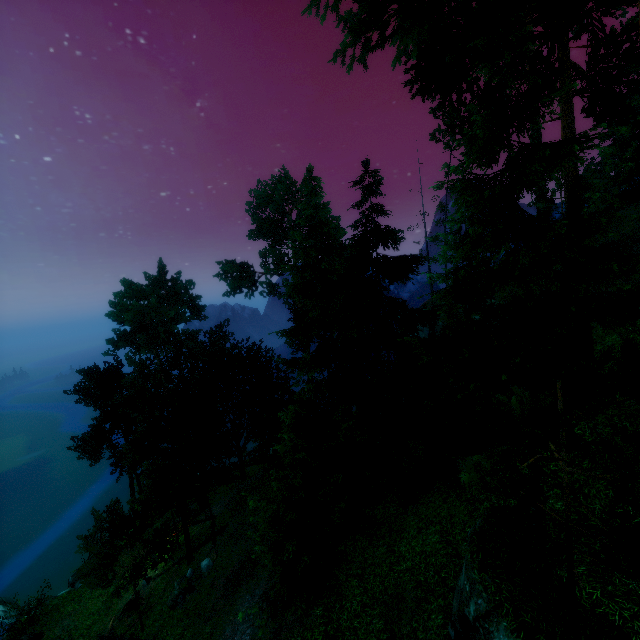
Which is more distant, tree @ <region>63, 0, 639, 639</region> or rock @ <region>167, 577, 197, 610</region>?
rock @ <region>167, 577, 197, 610</region>

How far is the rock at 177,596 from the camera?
19.8 meters

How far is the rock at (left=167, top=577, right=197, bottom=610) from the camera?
19.77m

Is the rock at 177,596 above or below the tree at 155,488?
below

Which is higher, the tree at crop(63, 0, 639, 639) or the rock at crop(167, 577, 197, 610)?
the tree at crop(63, 0, 639, 639)

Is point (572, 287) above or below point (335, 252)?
below
